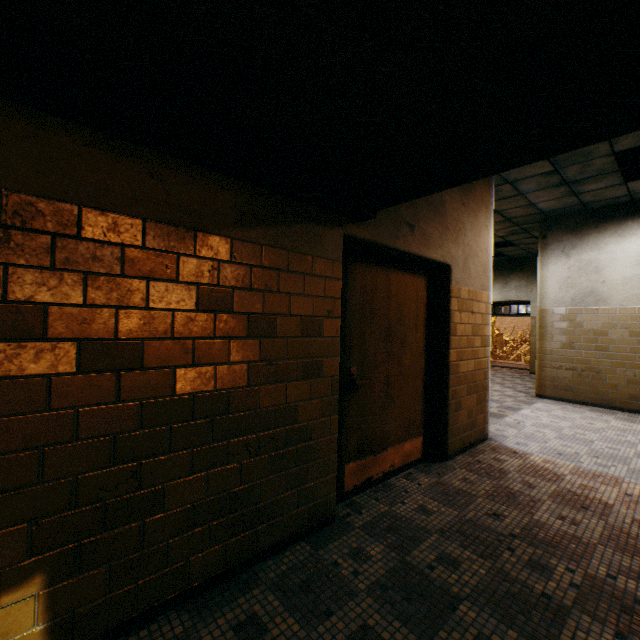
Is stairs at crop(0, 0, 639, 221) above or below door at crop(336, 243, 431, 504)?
above

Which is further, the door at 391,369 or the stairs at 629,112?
the door at 391,369

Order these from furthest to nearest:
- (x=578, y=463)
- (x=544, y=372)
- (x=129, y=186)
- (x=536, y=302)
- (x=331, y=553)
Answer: (x=536, y=302), (x=544, y=372), (x=578, y=463), (x=331, y=553), (x=129, y=186)

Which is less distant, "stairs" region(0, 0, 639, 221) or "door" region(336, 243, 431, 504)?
"stairs" region(0, 0, 639, 221)

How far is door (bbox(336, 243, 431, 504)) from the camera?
2.8m

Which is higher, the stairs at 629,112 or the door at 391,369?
the stairs at 629,112
